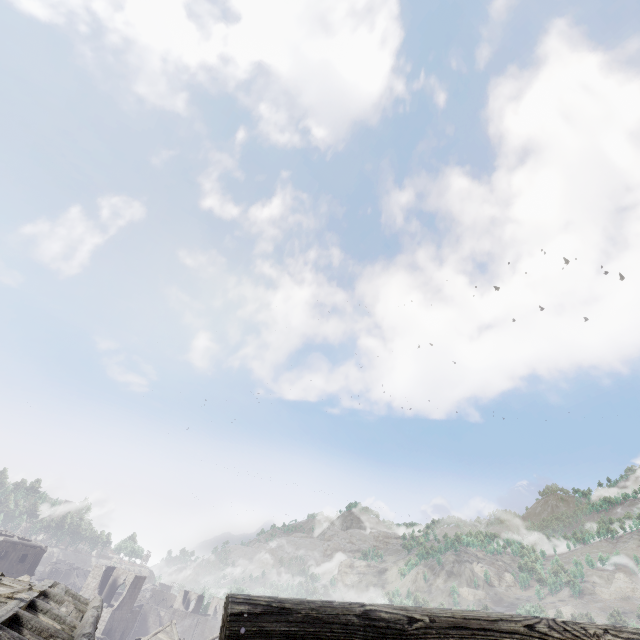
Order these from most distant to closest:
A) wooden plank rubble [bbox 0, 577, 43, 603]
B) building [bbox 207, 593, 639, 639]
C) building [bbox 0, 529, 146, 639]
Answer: wooden plank rubble [bbox 0, 577, 43, 603], building [bbox 0, 529, 146, 639], building [bbox 207, 593, 639, 639]

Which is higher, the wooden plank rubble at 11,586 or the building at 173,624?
the wooden plank rubble at 11,586

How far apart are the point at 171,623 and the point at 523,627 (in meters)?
45.06

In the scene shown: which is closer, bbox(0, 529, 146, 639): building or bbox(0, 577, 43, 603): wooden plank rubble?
bbox(0, 529, 146, 639): building

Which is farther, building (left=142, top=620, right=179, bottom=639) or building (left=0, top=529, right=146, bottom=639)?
building (left=142, top=620, right=179, bottom=639)

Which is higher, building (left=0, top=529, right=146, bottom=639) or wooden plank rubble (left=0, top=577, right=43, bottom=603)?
wooden plank rubble (left=0, top=577, right=43, bottom=603)
